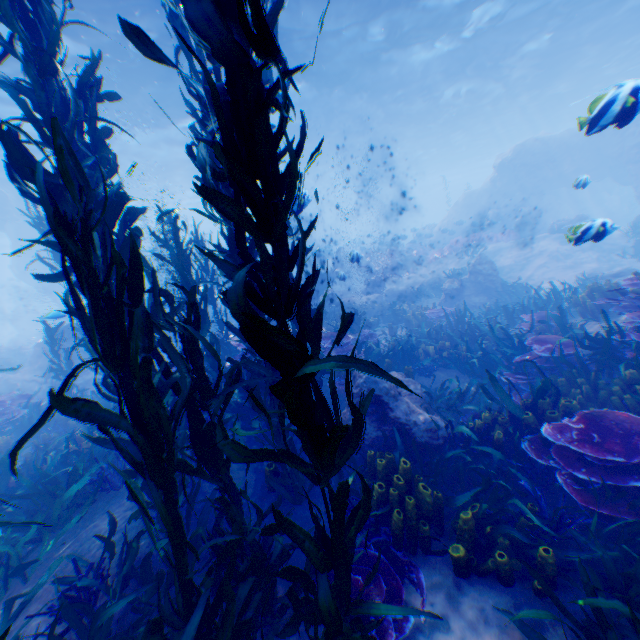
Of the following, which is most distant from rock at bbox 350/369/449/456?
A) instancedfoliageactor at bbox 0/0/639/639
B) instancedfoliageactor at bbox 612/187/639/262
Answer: instancedfoliageactor at bbox 0/0/639/639

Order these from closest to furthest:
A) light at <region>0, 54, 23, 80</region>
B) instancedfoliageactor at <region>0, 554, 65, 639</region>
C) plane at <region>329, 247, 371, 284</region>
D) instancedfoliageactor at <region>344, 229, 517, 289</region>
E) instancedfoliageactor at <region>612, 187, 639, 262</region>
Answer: instancedfoliageactor at <region>0, 554, 65, 639</region> → light at <region>0, 54, 23, 80</region> → instancedfoliageactor at <region>612, 187, 639, 262</region> → plane at <region>329, 247, 371, 284</region> → instancedfoliageactor at <region>344, 229, 517, 289</region>

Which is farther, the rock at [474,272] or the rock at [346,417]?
the rock at [474,272]

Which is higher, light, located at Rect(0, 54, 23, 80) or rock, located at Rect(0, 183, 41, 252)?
light, located at Rect(0, 54, 23, 80)

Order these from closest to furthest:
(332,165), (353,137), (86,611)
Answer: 1. (86,611)
2. (353,137)
3. (332,165)

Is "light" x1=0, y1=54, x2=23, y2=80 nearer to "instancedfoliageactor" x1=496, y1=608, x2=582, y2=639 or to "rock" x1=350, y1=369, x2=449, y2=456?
"rock" x1=350, y1=369, x2=449, y2=456

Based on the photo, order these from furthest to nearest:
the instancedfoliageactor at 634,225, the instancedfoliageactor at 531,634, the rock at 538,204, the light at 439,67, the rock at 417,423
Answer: the instancedfoliageactor at 634,225, the light at 439,67, the rock at 538,204, the rock at 417,423, the instancedfoliageactor at 531,634

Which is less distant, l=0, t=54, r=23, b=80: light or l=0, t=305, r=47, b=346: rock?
l=0, t=54, r=23, b=80: light
